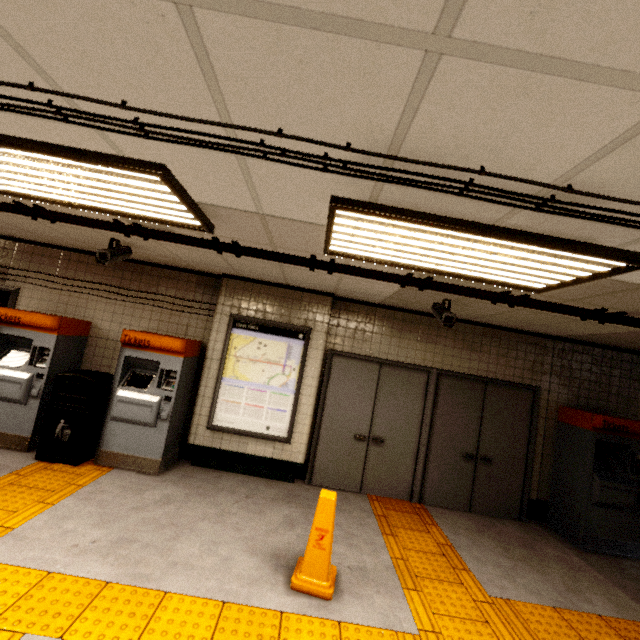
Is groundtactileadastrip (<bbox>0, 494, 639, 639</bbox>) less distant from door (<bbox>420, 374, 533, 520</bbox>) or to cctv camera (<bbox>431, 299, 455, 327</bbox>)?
door (<bbox>420, 374, 533, 520</bbox>)

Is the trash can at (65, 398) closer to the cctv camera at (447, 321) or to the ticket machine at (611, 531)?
the cctv camera at (447, 321)

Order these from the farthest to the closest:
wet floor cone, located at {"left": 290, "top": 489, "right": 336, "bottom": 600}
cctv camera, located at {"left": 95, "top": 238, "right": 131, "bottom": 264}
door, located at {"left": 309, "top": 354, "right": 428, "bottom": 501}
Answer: door, located at {"left": 309, "top": 354, "right": 428, "bottom": 501} → cctv camera, located at {"left": 95, "top": 238, "right": 131, "bottom": 264} → wet floor cone, located at {"left": 290, "top": 489, "right": 336, "bottom": 600}

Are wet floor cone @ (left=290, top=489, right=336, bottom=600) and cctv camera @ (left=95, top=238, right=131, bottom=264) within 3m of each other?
no

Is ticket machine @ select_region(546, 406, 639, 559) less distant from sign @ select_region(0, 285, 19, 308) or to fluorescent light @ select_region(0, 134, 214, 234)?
fluorescent light @ select_region(0, 134, 214, 234)

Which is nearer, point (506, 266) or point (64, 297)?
point (506, 266)

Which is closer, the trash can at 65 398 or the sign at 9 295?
the trash can at 65 398

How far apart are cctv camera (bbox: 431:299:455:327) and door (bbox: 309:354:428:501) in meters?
1.2
